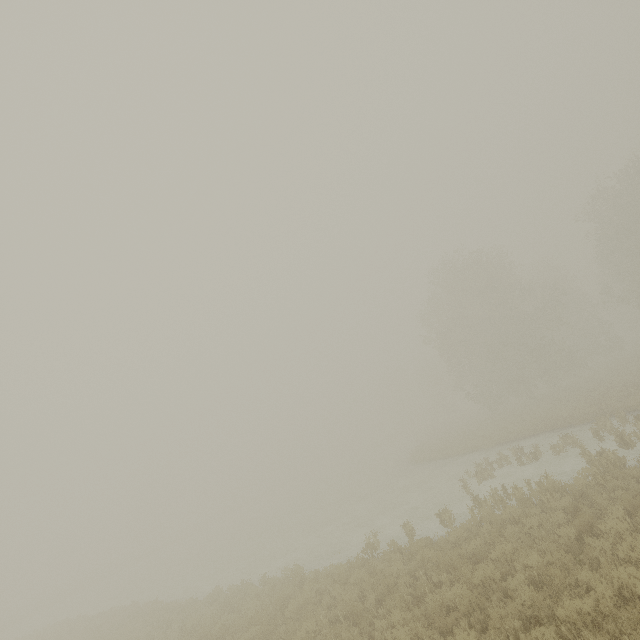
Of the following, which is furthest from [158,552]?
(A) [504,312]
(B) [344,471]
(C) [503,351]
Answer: (A) [504,312]
